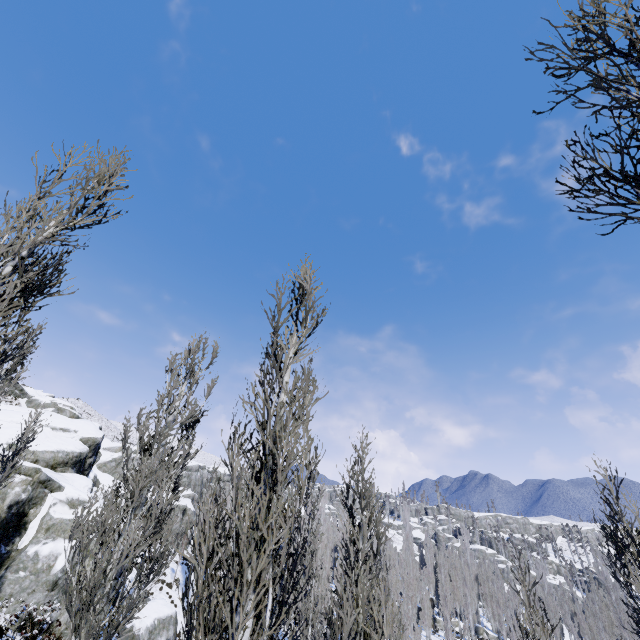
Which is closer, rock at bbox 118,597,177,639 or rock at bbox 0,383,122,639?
rock at bbox 0,383,122,639

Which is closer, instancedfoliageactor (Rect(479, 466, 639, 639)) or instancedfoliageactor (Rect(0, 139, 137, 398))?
instancedfoliageactor (Rect(0, 139, 137, 398))

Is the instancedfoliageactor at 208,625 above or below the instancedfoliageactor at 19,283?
below

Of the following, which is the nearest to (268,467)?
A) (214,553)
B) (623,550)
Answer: (214,553)

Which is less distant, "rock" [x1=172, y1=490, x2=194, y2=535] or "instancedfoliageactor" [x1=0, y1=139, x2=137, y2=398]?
"instancedfoliageactor" [x1=0, y1=139, x2=137, y2=398]

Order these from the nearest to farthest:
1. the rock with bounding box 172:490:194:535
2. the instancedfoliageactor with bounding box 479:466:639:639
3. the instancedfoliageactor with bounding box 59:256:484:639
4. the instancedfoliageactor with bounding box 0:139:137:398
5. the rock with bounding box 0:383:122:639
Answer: the instancedfoliageactor with bounding box 0:139:137:398 < the instancedfoliageactor with bounding box 59:256:484:639 < the instancedfoliageactor with bounding box 479:466:639:639 < the rock with bounding box 0:383:122:639 < the rock with bounding box 172:490:194:535

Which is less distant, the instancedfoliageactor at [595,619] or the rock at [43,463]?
the instancedfoliageactor at [595,619]

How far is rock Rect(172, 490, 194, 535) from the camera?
45.0 meters
